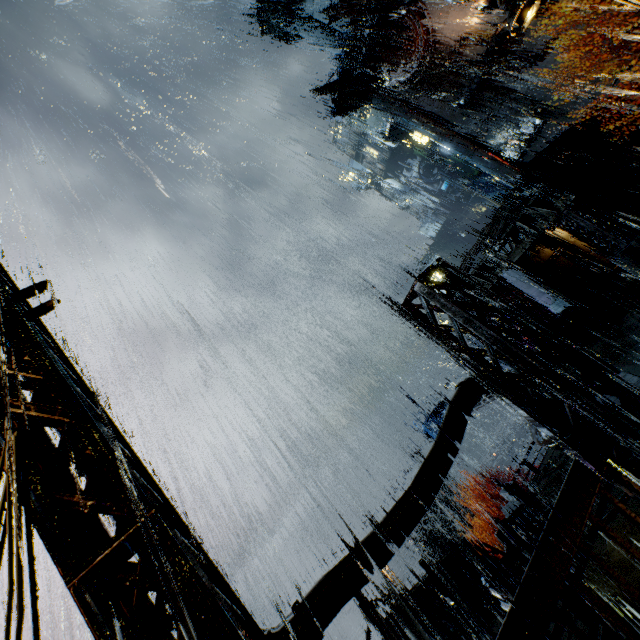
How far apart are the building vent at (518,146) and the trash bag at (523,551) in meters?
37.3 m

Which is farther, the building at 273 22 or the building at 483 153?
the building at 273 22

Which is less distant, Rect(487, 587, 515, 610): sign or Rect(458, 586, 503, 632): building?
Rect(487, 587, 515, 610): sign

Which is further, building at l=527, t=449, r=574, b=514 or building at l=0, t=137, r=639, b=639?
building at l=527, t=449, r=574, b=514

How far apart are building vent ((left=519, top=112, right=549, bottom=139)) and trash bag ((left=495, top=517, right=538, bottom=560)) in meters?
37.3 m

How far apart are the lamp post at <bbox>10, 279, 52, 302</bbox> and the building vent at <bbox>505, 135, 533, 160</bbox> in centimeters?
4330cm

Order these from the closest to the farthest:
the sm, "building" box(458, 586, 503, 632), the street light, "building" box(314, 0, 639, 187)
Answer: the street light
"building" box(458, 586, 503, 632)
the sm
"building" box(314, 0, 639, 187)

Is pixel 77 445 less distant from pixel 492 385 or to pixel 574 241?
pixel 492 385
